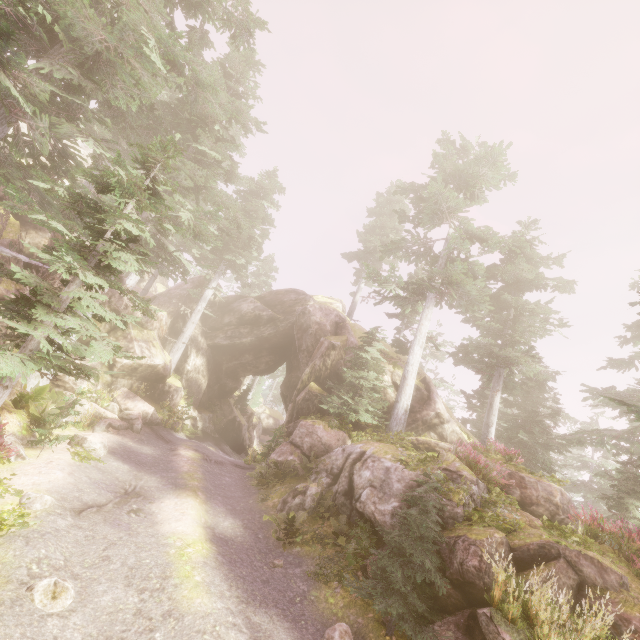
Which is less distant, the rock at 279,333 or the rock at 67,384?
the rock at 279,333

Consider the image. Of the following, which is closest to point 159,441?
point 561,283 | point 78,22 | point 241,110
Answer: point 78,22

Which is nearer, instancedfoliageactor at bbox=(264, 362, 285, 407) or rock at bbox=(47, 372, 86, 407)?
rock at bbox=(47, 372, 86, 407)

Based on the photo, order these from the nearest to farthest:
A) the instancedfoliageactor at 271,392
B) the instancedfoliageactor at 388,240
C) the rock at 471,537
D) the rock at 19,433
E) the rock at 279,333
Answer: the rock at 471,537 → the instancedfoliageactor at 388,240 → the rock at 19,433 → the rock at 279,333 → the instancedfoliageactor at 271,392

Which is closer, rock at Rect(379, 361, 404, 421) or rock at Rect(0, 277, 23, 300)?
rock at Rect(0, 277, 23, 300)

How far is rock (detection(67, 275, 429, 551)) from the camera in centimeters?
1181cm
